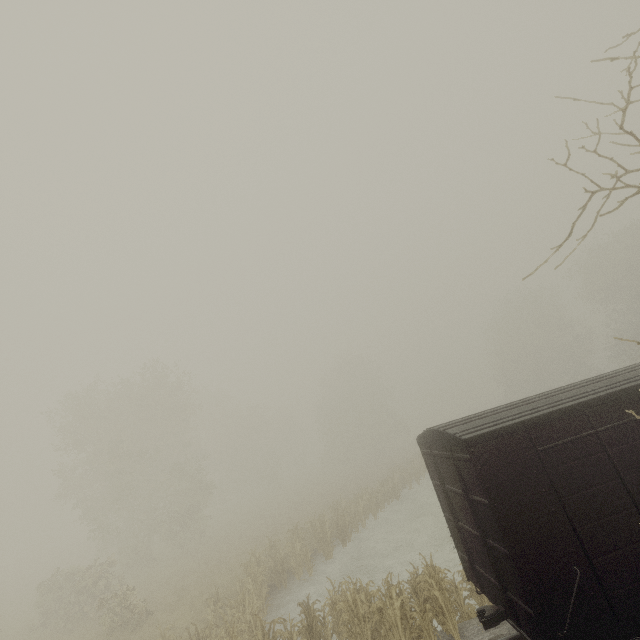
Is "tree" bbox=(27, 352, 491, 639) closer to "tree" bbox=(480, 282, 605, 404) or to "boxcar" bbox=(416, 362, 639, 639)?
"tree" bbox=(480, 282, 605, 404)

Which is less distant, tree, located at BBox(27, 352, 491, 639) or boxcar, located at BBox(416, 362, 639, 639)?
boxcar, located at BBox(416, 362, 639, 639)

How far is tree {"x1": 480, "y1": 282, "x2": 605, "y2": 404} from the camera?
43.78m

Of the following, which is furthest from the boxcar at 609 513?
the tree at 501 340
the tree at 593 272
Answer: the tree at 501 340

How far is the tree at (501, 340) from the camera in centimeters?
4378cm

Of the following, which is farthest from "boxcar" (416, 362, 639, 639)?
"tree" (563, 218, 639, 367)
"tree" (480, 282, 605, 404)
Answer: "tree" (480, 282, 605, 404)

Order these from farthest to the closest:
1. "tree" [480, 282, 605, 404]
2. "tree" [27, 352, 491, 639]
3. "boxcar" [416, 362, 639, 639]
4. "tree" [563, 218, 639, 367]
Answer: "tree" [480, 282, 605, 404] < "tree" [563, 218, 639, 367] < "tree" [27, 352, 491, 639] < "boxcar" [416, 362, 639, 639]

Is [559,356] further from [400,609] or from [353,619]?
[353,619]
